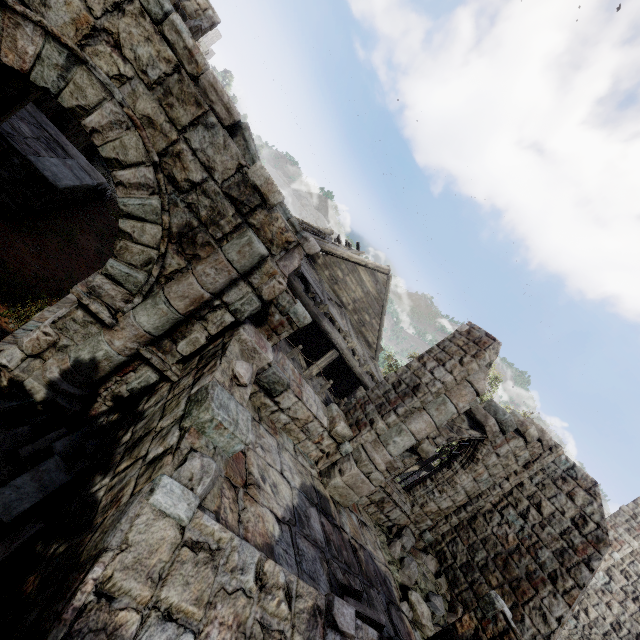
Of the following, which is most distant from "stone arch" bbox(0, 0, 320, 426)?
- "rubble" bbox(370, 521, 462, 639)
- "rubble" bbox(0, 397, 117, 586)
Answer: "rubble" bbox(370, 521, 462, 639)

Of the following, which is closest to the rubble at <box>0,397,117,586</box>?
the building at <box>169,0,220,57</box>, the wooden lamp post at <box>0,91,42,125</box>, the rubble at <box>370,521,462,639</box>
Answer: the building at <box>169,0,220,57</box>

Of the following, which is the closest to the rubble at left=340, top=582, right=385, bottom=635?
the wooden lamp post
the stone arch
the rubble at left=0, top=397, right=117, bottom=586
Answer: the rubble at left=0, top=397, right=117, bottom=586

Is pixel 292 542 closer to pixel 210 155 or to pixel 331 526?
pixel 331 526

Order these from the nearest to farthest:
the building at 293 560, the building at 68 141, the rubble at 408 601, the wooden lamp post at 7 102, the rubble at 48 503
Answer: the building at 293 560 < the rubble at 48 503 < the wooden lamp post at 7 102 < the building at 68 141 < the rubble at 408 601

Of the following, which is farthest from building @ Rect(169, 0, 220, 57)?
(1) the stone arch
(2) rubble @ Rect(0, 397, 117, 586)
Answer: (2) rubble @ Rect(0, 397, 117, 586)

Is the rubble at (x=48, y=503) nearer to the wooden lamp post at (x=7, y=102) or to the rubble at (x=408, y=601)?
the rubble at (x=408, y=601)

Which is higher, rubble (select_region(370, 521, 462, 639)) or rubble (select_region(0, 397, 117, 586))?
rubble (select_region(370, 521, 462, 639))
